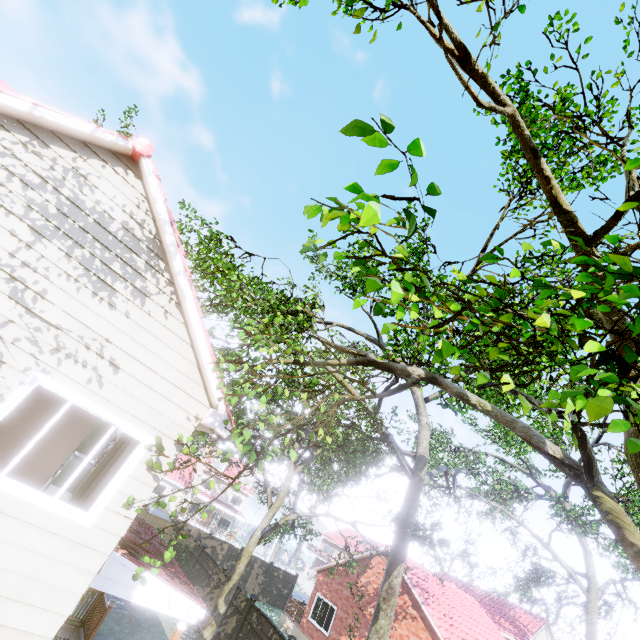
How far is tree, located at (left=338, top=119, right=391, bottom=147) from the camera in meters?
1.5 m

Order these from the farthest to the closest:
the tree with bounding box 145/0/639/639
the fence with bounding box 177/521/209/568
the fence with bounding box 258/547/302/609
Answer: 1. the fence with bounding box 258/547/302/609
2. the fence with bounding box 177/521/209/568
3. the tree with bounding box 145/0/639/639

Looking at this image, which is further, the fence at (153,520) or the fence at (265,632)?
the fence at (153,520)

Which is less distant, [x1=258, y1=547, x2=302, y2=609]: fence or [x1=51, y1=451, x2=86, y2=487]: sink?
[x1=51, y1=451, x2=86, y2=487]: sink

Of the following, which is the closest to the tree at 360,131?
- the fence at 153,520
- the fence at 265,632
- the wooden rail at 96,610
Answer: the fence at 153,520

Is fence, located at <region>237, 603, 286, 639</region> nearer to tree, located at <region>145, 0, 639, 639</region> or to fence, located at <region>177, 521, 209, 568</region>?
fence, located at <region>177, 521, 209, 568</region>

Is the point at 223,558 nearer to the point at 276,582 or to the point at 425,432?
the point at 276,582
